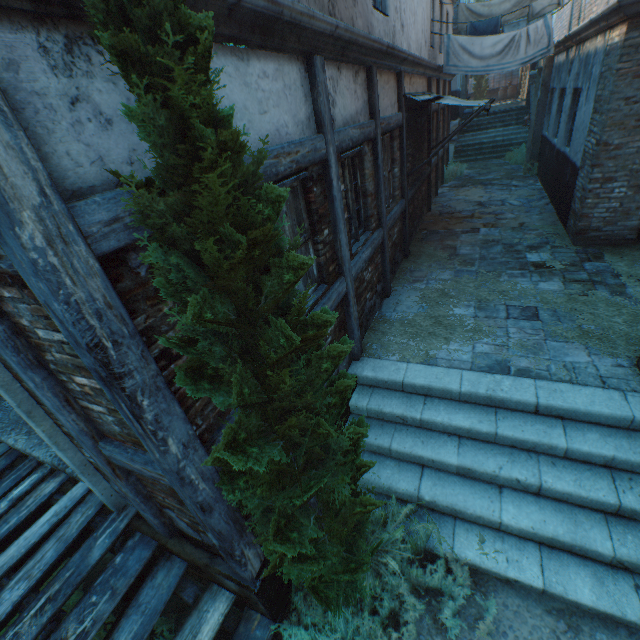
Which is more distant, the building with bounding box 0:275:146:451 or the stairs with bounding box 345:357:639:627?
the stairs with bounding box 345:357:639:627

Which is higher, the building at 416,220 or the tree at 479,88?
the tree at 479,88

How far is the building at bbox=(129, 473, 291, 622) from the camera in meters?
2.8 m

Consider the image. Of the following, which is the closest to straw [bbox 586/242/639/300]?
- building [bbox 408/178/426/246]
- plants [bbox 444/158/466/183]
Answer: building [bbox 408/178/426/246]

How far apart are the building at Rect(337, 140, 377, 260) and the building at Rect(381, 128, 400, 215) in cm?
29

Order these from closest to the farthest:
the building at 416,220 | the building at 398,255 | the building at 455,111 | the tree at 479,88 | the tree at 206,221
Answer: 1. the tree at 206,221
2. the building at 398,255
3. the building at 416,220
4. the building at 455,111
5. the tree at 479,88

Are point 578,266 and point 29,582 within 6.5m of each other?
no

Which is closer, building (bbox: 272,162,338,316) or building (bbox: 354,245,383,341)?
building (bbox: 272,162,338,316)
